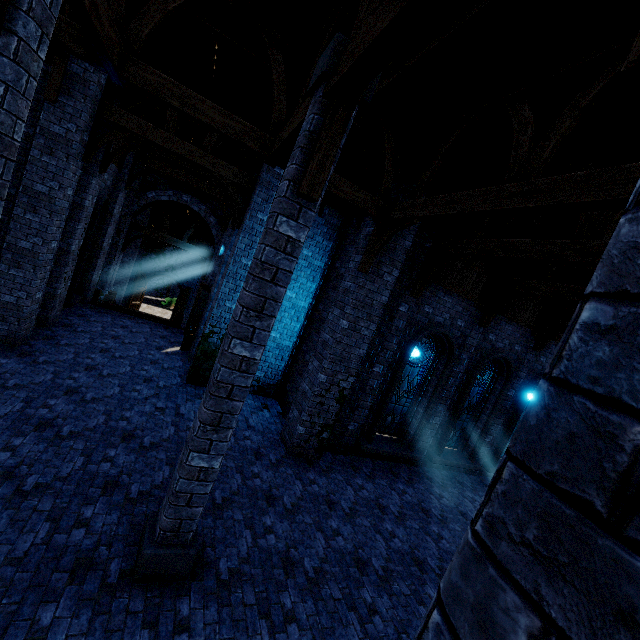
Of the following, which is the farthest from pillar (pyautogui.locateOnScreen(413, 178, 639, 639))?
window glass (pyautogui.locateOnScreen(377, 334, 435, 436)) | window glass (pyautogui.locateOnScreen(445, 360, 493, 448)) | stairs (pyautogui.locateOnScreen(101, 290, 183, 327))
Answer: stairs (pyautogui.locateOnScreen(101, 290, 183, 327))

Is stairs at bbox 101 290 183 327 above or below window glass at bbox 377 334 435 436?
below

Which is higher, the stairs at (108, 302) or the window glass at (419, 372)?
the window glass at (419, 372)

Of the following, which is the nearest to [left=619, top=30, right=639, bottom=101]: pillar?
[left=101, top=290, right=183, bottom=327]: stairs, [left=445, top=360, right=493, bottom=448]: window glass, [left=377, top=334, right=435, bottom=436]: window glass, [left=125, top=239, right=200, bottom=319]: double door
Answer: [left=377, top=334, right=435, bottom=436]: window glass

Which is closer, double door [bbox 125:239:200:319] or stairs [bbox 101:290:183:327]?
stairs [bbox 101:290:183:327]

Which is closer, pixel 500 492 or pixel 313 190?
pixel 500 492

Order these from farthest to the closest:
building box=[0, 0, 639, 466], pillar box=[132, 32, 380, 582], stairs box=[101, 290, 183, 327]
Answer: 1. stairs box=[101, 290, 183, 327]
2. building box=[0, 0, 639, 466]
3. pillar box=[132, 32, 380, 582]

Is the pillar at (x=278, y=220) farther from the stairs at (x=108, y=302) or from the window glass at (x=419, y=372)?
the stairs at (x=108, y=302)
